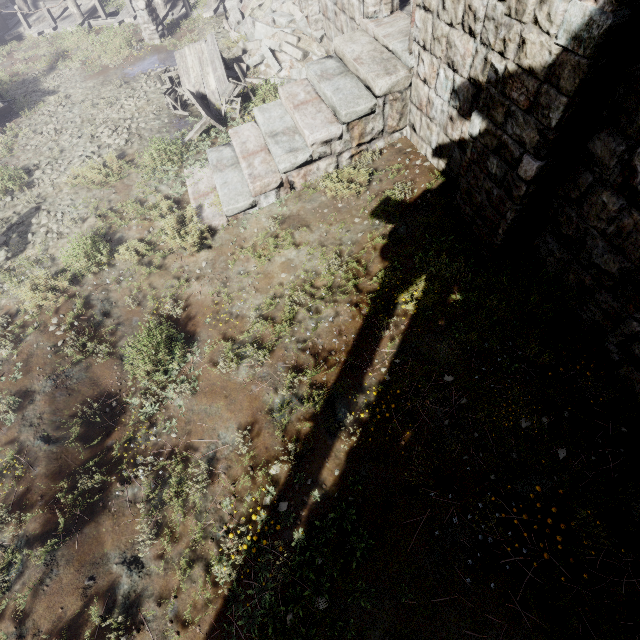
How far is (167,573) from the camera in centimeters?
441cm

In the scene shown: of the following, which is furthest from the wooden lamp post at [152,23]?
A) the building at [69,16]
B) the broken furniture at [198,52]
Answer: the broken furniture at [198,52]

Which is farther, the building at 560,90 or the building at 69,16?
the building at 69,16

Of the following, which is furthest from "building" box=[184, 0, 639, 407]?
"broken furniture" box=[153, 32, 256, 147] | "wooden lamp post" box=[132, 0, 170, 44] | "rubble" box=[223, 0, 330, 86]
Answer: "broken furniture" box=[153, 32, 256, 147]

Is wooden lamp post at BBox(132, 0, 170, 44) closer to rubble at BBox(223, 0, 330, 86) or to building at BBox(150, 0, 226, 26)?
building at BBox(150, 0, 226, 26)

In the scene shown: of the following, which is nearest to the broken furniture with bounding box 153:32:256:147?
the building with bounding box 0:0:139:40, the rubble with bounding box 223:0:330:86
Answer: the rubble with bounding box 223:0:330:86

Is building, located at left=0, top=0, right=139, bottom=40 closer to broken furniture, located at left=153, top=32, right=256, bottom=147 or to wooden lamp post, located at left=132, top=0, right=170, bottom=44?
wooden lamp post, located at left=132, top=0, right=170, bottom=44
